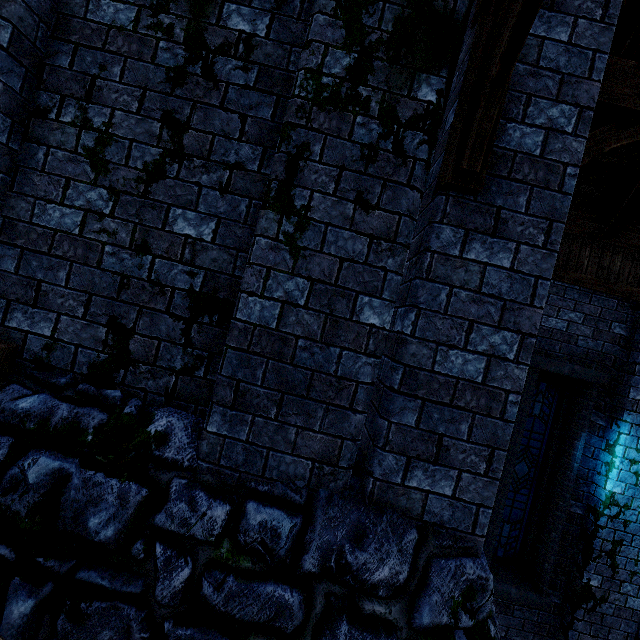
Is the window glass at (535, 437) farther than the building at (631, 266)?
Yes

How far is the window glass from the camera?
5.64m

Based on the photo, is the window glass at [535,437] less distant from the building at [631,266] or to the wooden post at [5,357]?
the building at [631,266]

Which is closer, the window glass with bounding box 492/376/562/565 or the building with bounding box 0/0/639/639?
the building with bounding box 0/0/639/639

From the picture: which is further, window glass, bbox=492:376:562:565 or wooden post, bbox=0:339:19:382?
window glass, bbox=492:376:562:565

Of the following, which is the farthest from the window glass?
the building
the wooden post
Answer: the wooden post

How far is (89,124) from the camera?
2.3m
